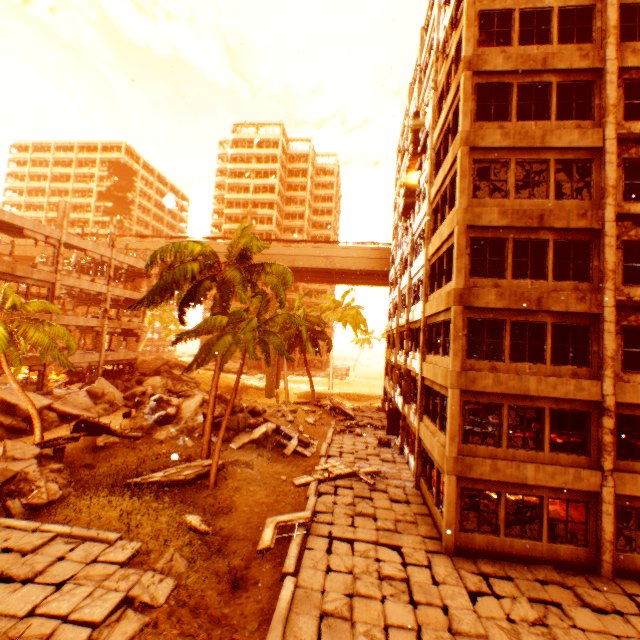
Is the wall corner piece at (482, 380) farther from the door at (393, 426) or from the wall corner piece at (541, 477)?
the door at (393, 426)

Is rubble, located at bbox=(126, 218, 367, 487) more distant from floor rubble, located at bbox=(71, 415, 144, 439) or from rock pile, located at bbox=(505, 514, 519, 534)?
rock pile, located at bbox=(505, 514, 519, 534)

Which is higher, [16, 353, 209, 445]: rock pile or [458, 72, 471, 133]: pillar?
[458, 72, 471, 133]: pillar

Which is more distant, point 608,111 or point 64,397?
point 64,397

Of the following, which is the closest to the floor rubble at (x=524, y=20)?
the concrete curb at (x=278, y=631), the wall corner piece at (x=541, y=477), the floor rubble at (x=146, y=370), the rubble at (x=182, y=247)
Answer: the rubble at (x=182, y=247)

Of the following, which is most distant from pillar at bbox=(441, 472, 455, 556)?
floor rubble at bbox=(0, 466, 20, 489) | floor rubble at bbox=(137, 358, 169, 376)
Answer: floor rubble at bbox=(137, 358, 169, 376)

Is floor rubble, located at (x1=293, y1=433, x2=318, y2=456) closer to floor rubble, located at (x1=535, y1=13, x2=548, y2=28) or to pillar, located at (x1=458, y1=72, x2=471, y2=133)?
pillar, located at (x1=458, y1=72, x2=471, y2=133)

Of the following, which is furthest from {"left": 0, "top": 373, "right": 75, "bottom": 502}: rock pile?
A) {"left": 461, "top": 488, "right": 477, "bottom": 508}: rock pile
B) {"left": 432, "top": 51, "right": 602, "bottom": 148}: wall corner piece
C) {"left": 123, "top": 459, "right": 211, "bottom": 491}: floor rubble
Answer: {"left": 461, "top": 488, "right": 477, "bottom": 508}: rock pile
